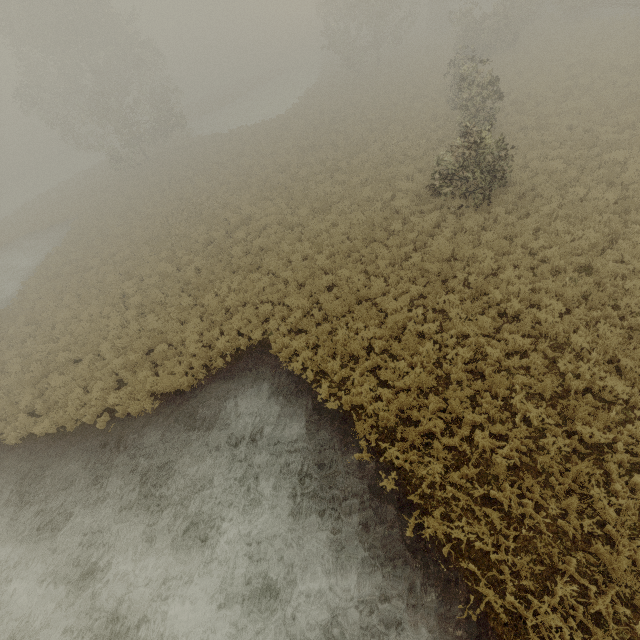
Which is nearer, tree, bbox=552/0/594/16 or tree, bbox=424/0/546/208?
tree, bbox=424/0/546/208

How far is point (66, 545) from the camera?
8.9m

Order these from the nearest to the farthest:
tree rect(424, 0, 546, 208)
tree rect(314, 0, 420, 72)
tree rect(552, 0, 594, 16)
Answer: tree rect(424, 0, 546, 208) < tree rect(552, 0, 594, 16) < tree rect(314, 0, 420, 72)

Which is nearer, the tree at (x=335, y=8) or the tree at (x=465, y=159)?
the tree at (x=465, y=159)

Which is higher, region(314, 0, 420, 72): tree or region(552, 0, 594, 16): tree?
region(314, 0, 420, 72): tree

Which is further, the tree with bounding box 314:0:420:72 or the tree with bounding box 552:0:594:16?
the tree with bounding box 314:0:420:72

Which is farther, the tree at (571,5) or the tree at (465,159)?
the tree at (571,5)
